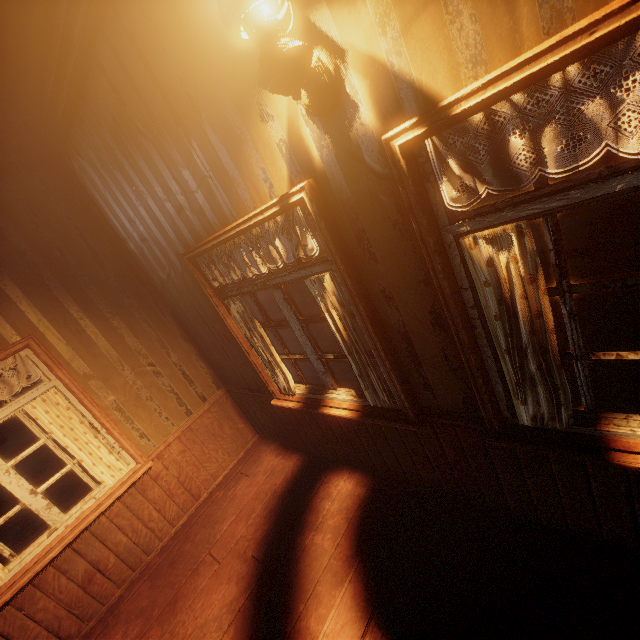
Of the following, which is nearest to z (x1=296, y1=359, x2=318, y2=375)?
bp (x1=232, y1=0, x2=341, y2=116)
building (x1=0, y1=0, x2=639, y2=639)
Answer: building (x1=0, y1=0, x2=639, y2=639)

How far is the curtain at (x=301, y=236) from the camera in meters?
1.8 m

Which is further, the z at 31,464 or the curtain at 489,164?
the z at 31,464

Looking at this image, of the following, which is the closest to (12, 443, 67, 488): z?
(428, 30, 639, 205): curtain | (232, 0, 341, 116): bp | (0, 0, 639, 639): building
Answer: (0, 0, 639, 639): building

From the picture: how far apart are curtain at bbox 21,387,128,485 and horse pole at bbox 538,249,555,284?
6.3 meters

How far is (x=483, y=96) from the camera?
1.00m

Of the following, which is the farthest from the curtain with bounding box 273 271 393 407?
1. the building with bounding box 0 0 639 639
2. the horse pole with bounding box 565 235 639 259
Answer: the horse pole with bounding box 565 235 639 259
